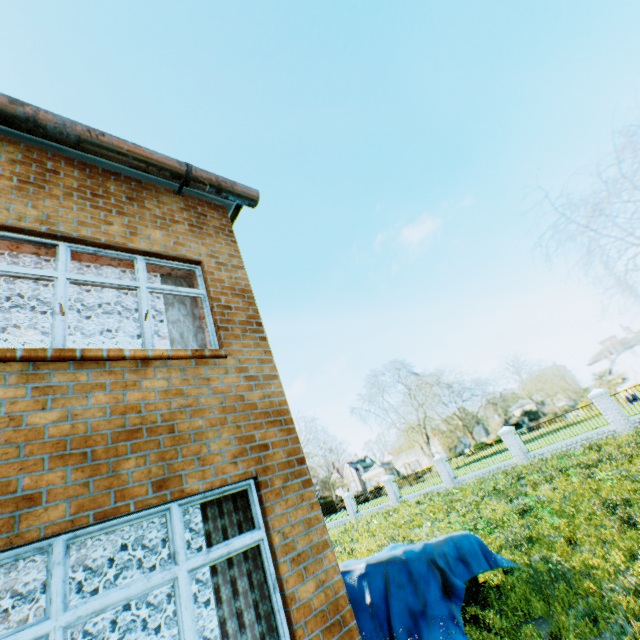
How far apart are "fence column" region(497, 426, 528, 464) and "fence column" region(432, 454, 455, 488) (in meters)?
4.73

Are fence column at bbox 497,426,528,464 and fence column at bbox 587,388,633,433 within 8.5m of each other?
yes

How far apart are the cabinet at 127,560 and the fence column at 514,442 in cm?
2087

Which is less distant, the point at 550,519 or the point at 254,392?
the point at 254,392

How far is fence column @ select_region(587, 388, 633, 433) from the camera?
16.72m

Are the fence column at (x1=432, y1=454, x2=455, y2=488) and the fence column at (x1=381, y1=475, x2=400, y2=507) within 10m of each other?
yes

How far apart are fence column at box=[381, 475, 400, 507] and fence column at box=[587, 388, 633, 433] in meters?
15.9

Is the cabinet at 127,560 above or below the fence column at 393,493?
above
